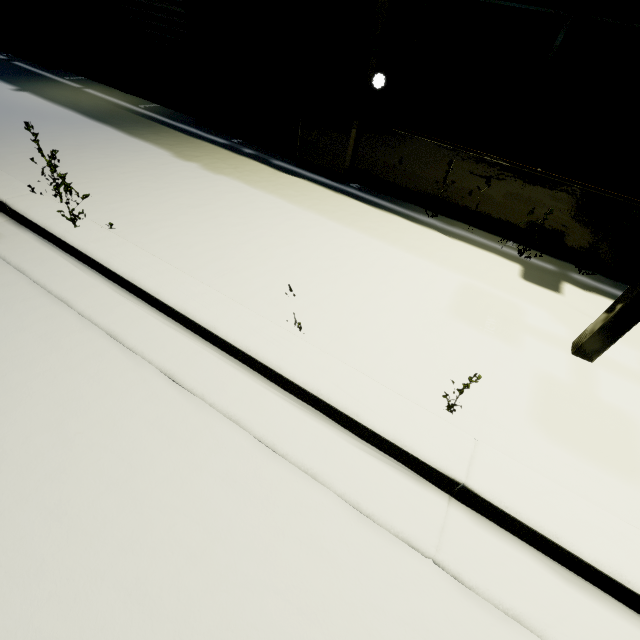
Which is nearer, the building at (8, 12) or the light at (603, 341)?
the light at (603, 341)

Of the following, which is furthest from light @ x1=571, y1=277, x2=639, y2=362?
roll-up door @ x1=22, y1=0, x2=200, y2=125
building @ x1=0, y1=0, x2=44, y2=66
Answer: roll-up door @ x1=22, y1=0, x2=200, y2=125

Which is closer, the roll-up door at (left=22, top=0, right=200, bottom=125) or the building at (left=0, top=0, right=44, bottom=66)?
the roll-up door at (left=22, top=0, right=200, bottom=125)

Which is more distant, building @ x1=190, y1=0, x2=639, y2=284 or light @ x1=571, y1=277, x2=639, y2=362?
building @ x1=190, y1=0, x2=639, y2=284

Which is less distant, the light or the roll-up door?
the light

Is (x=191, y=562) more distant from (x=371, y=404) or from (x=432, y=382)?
(x=432, y=382)

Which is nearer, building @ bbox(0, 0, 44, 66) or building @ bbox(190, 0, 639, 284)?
building @ bbox(190, 0, 639, 284)

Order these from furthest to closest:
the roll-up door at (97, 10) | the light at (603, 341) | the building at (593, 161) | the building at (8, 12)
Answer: the building at (8, 12) → the roll-up door at (97, 10) → the building at (593, 161) → the light at (603, 341)
